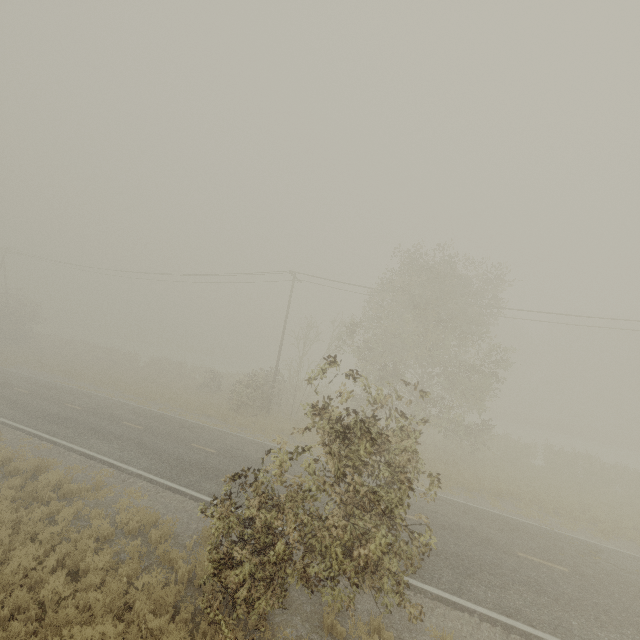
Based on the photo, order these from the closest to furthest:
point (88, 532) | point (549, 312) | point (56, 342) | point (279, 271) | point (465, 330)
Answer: point (88, 532)
point (549, 312)
point (465, 330)
point (279, 271)
point (56, 342)

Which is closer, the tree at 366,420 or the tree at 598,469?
the tree at 366,420

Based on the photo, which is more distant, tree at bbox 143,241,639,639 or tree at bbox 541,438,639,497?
tree at bbox 541,438,639,497

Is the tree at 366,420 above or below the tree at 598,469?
above

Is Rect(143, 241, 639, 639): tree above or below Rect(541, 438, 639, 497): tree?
above
